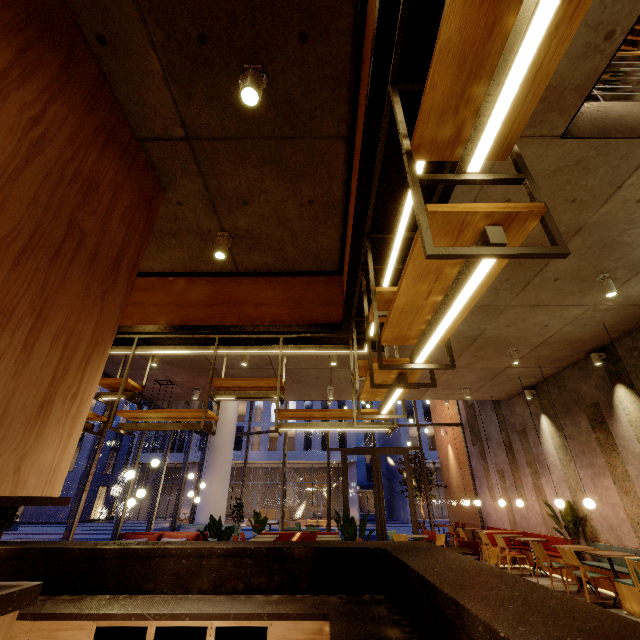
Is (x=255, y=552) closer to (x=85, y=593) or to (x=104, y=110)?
→ (x=85, y=593)

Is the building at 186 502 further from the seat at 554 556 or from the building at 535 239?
the seat at 554 556

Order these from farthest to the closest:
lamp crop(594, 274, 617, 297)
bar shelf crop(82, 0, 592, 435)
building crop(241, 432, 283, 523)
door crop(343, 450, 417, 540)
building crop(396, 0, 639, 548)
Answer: building crop(241, 432, 283, 523), door crop(343, 450, 417, 540), lamp crop(594, 274, 617, 297), building crop(396, 0, 639, 548), bar shelf crop(82, 0, 592, 435)

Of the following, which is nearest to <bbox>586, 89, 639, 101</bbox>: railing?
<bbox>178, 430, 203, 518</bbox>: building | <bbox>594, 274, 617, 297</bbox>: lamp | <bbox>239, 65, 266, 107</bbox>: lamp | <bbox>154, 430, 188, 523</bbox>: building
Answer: A: <bbox>594, 274, 617, 297</bbox>: lamp

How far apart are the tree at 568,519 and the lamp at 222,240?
9.5m

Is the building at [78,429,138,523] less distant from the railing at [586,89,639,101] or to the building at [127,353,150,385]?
the building at [127,353,150,385]

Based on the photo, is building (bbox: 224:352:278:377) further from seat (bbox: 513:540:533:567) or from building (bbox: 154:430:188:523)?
building (bbox: 154:430:188:523)

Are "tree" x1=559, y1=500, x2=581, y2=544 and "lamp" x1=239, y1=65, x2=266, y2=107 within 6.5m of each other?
no
